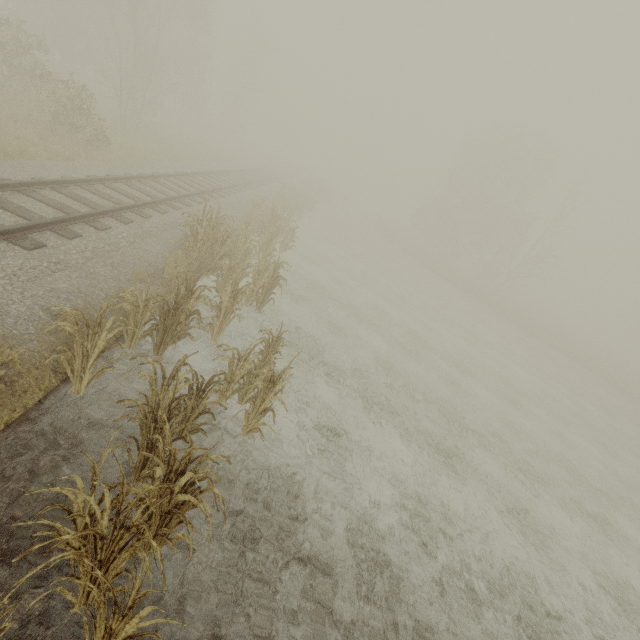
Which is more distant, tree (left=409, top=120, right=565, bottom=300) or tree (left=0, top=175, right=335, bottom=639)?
tree (left=409, top=120, right=565, bottom=300)

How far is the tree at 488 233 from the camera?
34.72m

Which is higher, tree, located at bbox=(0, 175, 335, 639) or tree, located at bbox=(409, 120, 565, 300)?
tree, located at bbox=(409, 120, 565, 300)

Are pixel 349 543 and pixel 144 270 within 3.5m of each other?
no

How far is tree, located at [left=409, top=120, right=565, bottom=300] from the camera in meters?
34.7 m

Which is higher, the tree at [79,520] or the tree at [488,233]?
the tree at [488,233]
